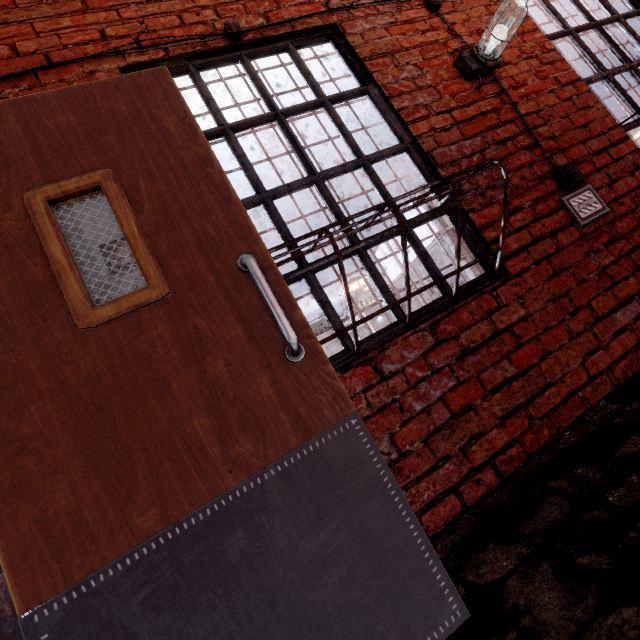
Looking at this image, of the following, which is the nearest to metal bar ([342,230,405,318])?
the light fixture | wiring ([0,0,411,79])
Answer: wiring ([0,0,411,79])

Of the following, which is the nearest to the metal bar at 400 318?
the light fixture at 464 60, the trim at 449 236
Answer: the light fixture at 464 60

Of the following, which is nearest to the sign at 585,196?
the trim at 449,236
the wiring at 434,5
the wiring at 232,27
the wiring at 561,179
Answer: the wiring at 561,179

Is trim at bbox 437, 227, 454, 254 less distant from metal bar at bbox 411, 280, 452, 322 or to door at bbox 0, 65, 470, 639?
metal bar at bbox 411, 280, 452, 322

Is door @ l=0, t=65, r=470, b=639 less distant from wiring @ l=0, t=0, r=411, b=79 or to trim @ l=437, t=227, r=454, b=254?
wiring @ l=0, t=0, r=411, b=79

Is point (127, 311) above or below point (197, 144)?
below

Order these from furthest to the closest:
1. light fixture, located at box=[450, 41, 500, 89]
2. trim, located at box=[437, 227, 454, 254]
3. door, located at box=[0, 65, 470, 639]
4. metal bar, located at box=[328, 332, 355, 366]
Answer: trim, located at box=[437, 227, 454, 254], light fixture, located at box=[450, 41, 500, 89], metal bar, located at box=[328, 332, 355, 366], door, located at box=[0, 65, 470, 639]

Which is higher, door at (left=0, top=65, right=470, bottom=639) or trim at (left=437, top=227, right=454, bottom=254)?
trim at (left=437, top=227, right=454, bottom=254)
